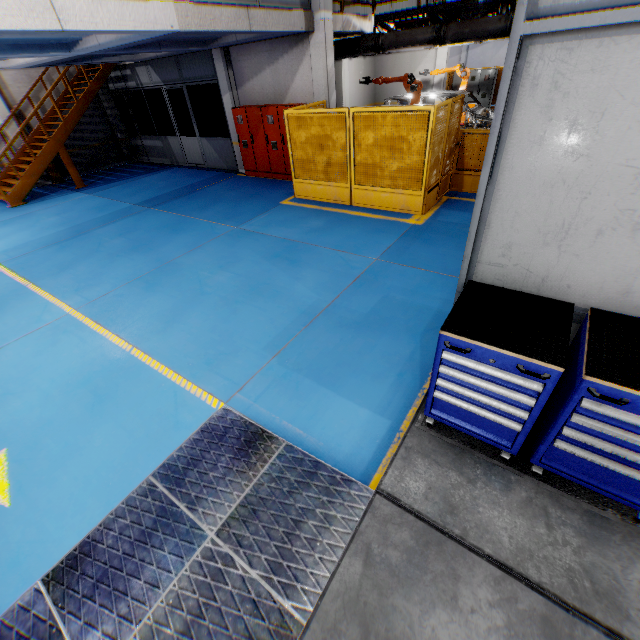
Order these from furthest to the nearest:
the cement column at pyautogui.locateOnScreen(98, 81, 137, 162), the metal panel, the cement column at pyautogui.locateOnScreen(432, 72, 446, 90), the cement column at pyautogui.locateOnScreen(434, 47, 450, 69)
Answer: the cement column at pyautogui.locateOnScreen(432, 72, 446, 90), the cement column at pyautogui.locateOnScreen(434, 47, 450, 69), the cement column at pyautogui.locateOnScreen(98, 81, 137, 162), the metal panel

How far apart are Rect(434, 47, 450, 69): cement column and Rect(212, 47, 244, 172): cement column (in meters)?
11.10

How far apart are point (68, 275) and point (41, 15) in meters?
4.4 m

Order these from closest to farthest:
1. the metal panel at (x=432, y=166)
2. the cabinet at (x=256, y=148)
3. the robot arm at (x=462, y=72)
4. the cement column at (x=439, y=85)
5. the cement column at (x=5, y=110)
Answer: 1. the metal panel at (x=432, y=166)
2. the cabinet at (x=256, y=148)
3. the cement column at (x=5, y=110)
4. the robot arm at (x=462, y=72)
5. the cement column at (x=439, y=85)

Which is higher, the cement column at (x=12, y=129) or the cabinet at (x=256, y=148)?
the cement column at (x=12, y=129)

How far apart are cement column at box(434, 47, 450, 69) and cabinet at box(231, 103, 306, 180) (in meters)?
10.55

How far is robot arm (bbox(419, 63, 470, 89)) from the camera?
13.8m

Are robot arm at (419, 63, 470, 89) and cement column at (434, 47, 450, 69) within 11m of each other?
yes
